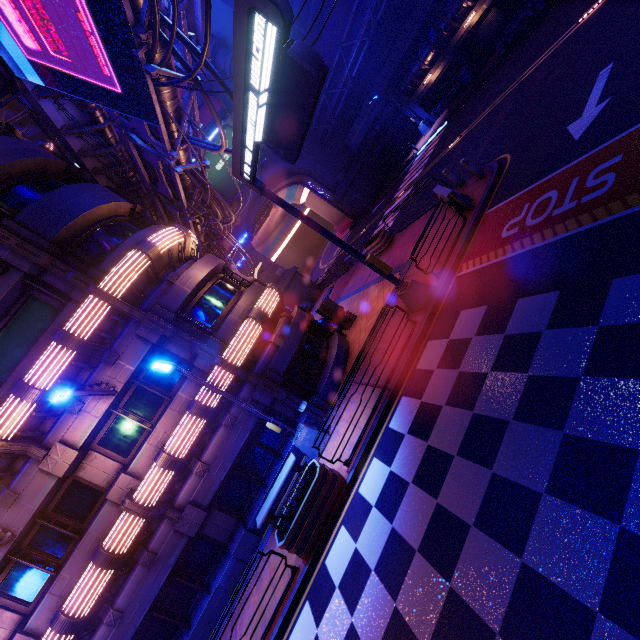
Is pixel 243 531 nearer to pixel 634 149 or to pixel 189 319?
pixel 189 319

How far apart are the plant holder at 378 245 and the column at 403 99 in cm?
1761

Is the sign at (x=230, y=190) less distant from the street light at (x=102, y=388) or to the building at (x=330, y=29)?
the building at (x=330, y=29)

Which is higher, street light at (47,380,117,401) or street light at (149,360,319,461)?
street light at (47,380,117,401)

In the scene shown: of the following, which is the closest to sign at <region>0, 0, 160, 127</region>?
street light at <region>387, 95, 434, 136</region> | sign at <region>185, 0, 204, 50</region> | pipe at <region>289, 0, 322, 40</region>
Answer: sign at <region>185, 0, 204, 50</region>

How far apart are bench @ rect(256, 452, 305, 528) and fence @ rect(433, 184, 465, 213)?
10.8 meters

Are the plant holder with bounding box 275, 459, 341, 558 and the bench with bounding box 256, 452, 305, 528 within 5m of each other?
yes

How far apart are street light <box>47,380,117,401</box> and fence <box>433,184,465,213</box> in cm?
1343
